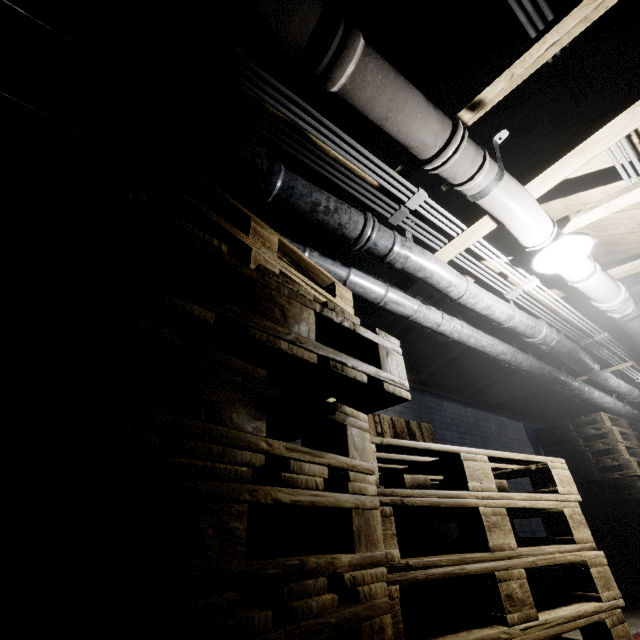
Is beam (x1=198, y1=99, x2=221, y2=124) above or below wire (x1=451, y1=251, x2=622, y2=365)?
above

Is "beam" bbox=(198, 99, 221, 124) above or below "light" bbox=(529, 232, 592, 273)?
above

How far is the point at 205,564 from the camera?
0.5m

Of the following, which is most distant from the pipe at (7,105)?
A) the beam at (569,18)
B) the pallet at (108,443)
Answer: the beam at (569,18)

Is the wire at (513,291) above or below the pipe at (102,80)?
above

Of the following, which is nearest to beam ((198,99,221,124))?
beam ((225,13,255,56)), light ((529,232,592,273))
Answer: beam ((225,13,255,56))

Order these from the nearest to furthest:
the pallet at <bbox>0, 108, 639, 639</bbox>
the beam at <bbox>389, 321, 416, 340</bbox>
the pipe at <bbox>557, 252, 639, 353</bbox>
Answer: the pallet at <bbox>0, 108, 639, 639</bbox>
the pipe at <bbox>557, 252, 639, 353</bbox>
the beam at <bbox>389, 321, 416, 340</bbox>

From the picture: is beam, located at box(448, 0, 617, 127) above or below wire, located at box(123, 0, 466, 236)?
above
